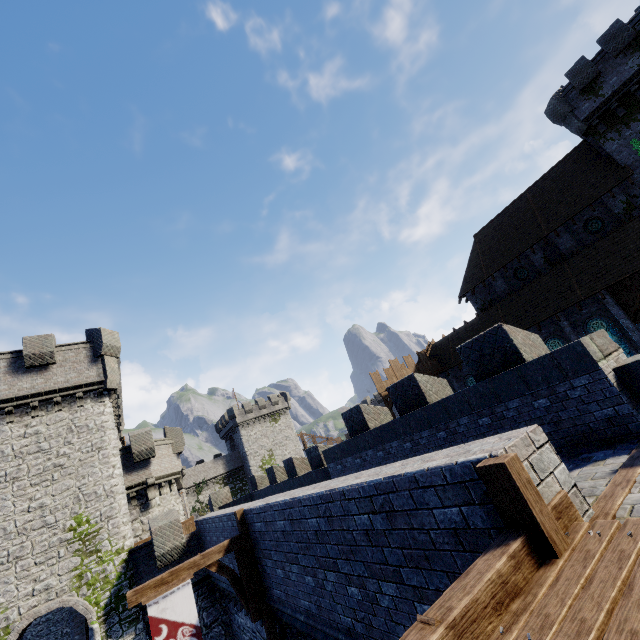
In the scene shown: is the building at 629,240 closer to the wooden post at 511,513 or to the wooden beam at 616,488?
the wooden beam at 616,488

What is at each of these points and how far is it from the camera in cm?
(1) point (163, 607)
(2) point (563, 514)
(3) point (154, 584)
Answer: (1) flag, 841
(2) wooden beam, 317
(3) wooden beam, 873

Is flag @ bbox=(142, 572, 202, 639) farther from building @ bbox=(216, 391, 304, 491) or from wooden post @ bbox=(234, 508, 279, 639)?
building @ bbox=(216, 391, 304, 491)

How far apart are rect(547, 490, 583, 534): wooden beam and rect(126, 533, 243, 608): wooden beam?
9.8 meters

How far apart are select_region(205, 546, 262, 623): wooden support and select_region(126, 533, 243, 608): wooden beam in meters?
0.0

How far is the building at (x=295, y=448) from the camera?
52.5m

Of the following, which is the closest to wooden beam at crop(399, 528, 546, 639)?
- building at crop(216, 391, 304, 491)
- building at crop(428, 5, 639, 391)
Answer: building at crop(428, 5, 639, 391)

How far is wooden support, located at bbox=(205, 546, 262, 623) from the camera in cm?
943
